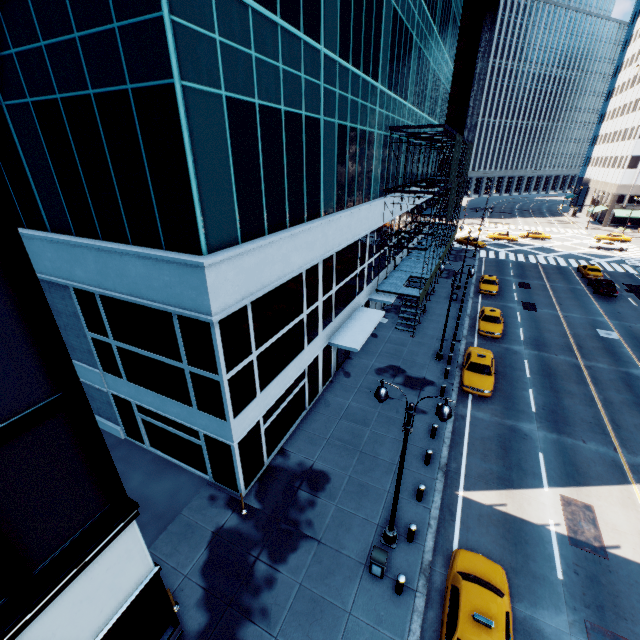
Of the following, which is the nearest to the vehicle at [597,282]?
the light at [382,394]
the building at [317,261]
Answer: the building at [317,261]

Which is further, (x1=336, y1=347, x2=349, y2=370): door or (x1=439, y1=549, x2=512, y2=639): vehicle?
(x1=336, y1=347, x2=349, y2=370): door

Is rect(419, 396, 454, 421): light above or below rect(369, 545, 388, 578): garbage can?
above

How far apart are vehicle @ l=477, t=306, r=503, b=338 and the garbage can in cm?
2056

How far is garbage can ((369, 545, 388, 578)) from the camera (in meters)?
11.25

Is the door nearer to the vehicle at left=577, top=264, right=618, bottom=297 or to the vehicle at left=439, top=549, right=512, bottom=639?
the vehicle at left=439, top=549, right=512, bottom=639

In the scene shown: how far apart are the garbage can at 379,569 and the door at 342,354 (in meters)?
12.01

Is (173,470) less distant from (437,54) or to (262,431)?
(262,431)
